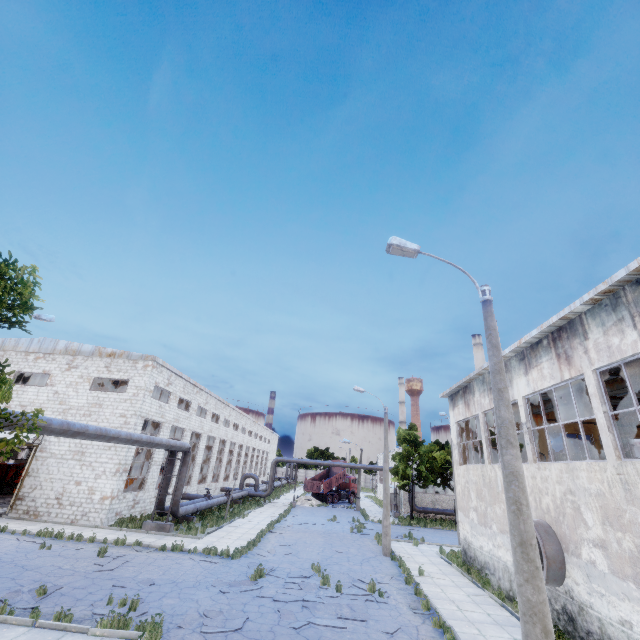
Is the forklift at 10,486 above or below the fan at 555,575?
below

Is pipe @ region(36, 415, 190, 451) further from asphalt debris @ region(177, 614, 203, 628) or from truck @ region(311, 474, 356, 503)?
truck @ region(311, 474, 356, 503)

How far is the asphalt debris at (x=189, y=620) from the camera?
9.33m

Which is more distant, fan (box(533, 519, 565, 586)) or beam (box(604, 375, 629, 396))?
beam (box(604, 375, 629, 396))

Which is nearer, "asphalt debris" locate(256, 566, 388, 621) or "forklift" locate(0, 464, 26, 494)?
"asphalt debris" locate(256, 566, 388, 621)

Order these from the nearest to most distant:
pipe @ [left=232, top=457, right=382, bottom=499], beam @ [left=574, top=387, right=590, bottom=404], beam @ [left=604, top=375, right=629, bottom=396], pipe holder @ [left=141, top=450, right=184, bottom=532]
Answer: beam @ [left=604, top=375, right=629, bottom=396] → beam @ [left=574, top=387, right=590, bottom=404] → pipe holder @ [left=141, top=450, right=184, bottom=532] → pipe @ [left=232, top=457, right=382, bottom=499]

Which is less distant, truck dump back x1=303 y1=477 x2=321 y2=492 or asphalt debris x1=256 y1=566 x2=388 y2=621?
asphalt debris x1=256 y1=566 x2=388 y2=621

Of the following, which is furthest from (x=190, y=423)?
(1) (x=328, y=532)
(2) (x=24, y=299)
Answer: (2) (x=24, y=299)
